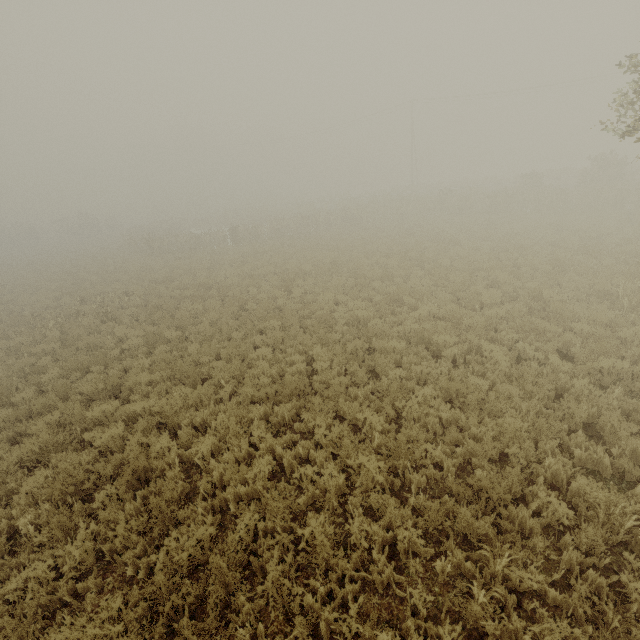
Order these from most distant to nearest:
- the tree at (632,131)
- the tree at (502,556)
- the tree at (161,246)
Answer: the tree at (161,246), the tree at (632,131), the tree at (502,556)

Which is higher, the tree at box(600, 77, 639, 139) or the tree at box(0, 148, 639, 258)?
the tree at box(600, 77, 639, 139)

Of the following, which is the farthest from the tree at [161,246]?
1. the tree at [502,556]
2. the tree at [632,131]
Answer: the tree at [502,556]

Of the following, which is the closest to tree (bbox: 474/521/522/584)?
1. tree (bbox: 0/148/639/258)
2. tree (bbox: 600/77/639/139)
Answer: tree (bbox: 600/77/639/139)

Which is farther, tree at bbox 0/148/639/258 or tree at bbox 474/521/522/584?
tree at bbox 0/148/639/258

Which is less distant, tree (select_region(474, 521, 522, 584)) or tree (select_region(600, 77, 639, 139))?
tree (select_region(474, 521, 522, 584))

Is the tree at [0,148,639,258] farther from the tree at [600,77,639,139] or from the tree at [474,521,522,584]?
the tree at [474,521,522,584]

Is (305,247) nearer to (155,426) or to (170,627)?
(155,426)
